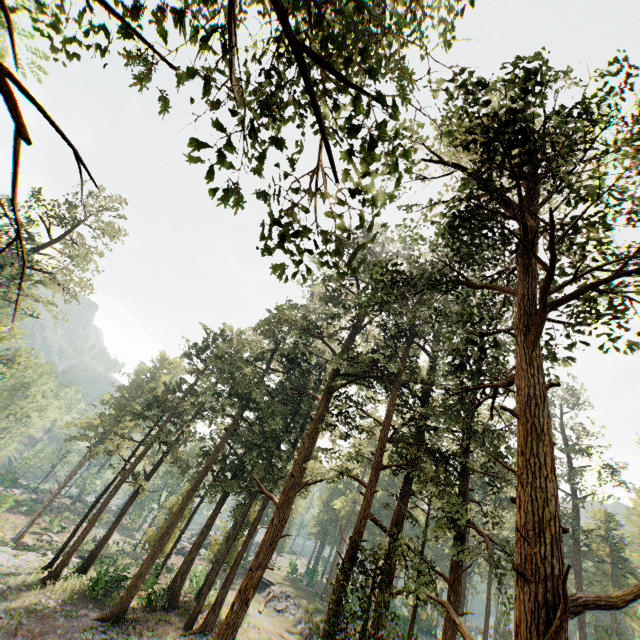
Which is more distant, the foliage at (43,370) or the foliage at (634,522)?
the foliage at (634,522)

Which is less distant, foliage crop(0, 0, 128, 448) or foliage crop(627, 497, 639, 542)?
foliage crop(0, 0, 128, 448)

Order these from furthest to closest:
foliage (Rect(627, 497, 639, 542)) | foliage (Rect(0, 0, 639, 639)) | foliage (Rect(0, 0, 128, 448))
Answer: foliage (Rect(627, 497, 639, 542)) < foliage (Rect(0, 0, 639, 639)) < foliage (Rect(0, 0, 128, 448))

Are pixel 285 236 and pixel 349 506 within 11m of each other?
no

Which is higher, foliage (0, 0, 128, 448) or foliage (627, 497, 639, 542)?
foliage (627, 497, 639, 542)
